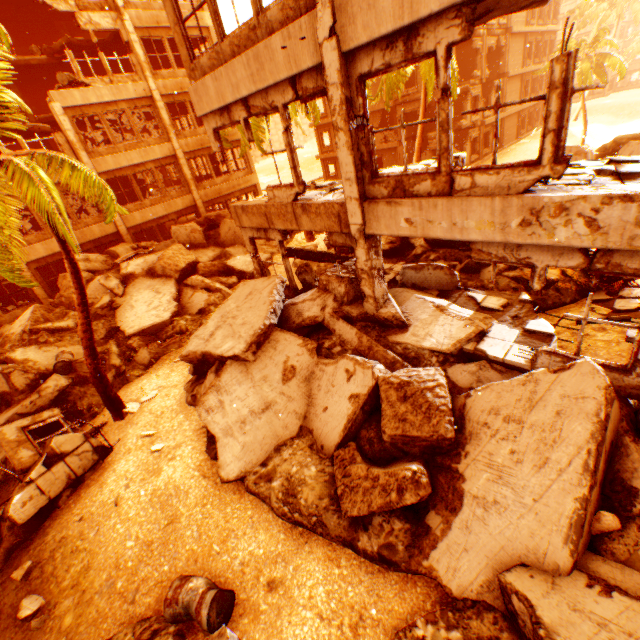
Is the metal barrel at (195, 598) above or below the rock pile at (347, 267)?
below

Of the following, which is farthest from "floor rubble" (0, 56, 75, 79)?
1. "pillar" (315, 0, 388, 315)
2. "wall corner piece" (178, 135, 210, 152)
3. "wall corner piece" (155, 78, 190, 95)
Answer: "pillar" (315, 0, 388, 315)

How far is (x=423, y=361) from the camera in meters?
6.8 m

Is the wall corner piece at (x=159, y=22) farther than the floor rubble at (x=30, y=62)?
No

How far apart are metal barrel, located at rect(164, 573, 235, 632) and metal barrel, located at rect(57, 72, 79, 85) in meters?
21.7

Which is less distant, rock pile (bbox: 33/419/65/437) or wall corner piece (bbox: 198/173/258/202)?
rock pile (bbox: 33/419/65/437)

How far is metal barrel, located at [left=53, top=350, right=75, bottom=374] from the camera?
10.8m

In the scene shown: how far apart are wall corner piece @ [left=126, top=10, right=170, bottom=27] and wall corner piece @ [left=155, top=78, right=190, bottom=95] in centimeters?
221cm
